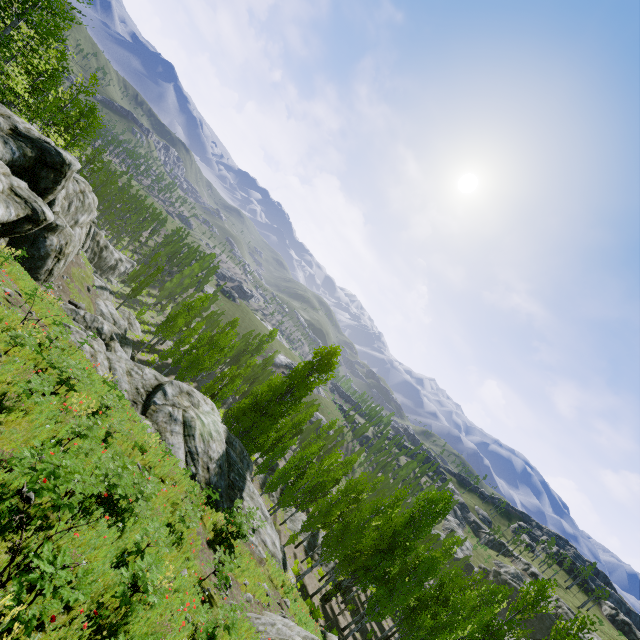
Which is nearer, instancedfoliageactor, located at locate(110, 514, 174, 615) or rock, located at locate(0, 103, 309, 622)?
instancedfoliageactor, located at locate(110, 514, 174, 615)

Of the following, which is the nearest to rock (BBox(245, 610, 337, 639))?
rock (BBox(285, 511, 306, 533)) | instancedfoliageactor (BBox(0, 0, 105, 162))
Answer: instancedfoliageactor (BBox(0, 0, 105, 162))

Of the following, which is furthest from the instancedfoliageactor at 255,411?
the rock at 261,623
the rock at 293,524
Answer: the rock at 261,623

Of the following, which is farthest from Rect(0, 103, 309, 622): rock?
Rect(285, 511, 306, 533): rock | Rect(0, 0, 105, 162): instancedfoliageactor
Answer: Rect(285, 511, 306, 533): rock

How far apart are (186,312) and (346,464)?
31.7 meters

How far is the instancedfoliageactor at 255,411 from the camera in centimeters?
3011cm

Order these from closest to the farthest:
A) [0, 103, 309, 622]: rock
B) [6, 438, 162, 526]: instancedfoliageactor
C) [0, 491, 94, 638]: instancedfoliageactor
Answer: [0, 491, 94, 638]: instancedfoliageactor < [6, 438, 162, 526]: instancedfoliageactor < [0, 103, 309, 622]: rock

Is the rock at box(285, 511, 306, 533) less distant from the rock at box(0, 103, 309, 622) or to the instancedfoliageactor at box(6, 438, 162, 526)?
the instancedfoliageactor at box(6, 438, 162, 526)
